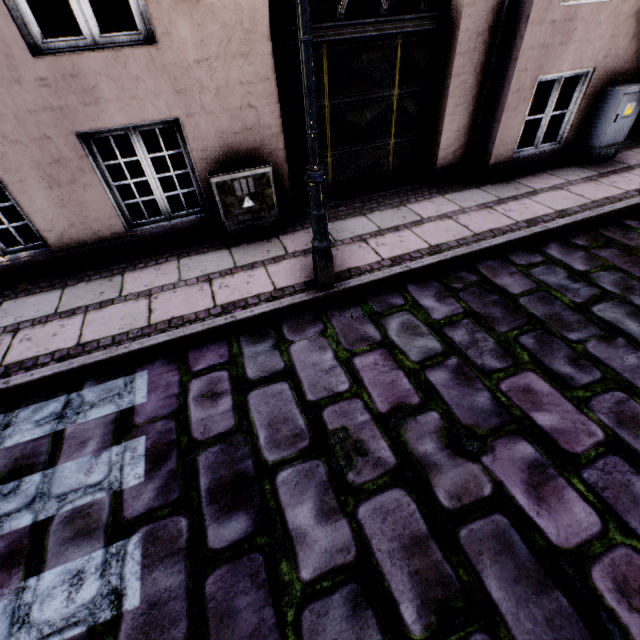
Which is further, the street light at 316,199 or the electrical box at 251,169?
the electrical box at 251,169

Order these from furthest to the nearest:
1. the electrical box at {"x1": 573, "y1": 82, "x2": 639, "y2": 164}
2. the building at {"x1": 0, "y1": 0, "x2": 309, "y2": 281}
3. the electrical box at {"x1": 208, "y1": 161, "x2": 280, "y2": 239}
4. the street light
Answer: the electrical box at {"x1": 573, "y1": 82, "x2": 639, "y2": 164} → the electrical box at {"x1": 208, "y1": 161, "x2": 280, "y2": 239} → the building at {"x1": 0, "y1": 0, "x2": 309, "y2": 281} → the street light

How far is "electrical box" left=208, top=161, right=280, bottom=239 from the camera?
4.0 meters

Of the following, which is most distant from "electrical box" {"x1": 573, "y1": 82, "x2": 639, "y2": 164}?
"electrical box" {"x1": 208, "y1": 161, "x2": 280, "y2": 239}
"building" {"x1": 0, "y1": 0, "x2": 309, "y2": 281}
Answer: "electrical box" {"x1": 208, "y1": 161, "x2": 280, "y2": 239}

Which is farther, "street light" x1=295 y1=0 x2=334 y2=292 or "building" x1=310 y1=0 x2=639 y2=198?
"building" x1=310 y1=0 x2=639 y2=198

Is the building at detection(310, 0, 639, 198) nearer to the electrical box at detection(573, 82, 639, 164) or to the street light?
the electrical box at detection(573, 82, 639, 164)

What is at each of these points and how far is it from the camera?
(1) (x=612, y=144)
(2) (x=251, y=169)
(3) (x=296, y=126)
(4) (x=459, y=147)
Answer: (1) electrical box, 5.4m
(2) electrical box, 4.0m
(3) building, 4.4m
(4) building, 5.2m

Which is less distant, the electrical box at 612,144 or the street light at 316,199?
the street light at 316,199
